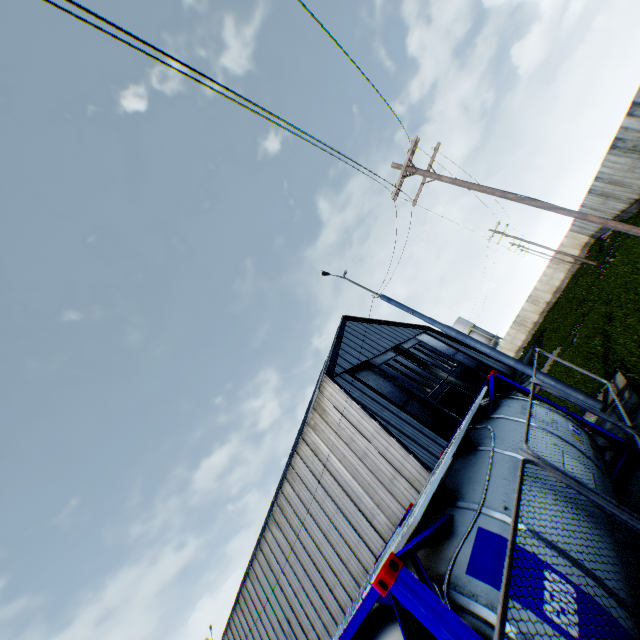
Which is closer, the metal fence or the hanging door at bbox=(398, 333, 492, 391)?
the metal fence

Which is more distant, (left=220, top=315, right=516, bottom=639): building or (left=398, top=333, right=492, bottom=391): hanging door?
(left=398, top=333, right=492, bottom=391): hanging door

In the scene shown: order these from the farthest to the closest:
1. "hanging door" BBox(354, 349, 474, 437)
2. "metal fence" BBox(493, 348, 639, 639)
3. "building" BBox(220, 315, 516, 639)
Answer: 1. "hanging door" BBox(354, 349, 474, 437)
2. "building" BBox(220, 315, 516, 639)
3. "metal fence" BBox(493, 348, 639, 639)

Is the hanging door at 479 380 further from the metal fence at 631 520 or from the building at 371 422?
the metal fence at 631 520

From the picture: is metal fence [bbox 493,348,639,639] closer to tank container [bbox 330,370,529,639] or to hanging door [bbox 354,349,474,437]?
tank container [bbox 330,370,529,639]

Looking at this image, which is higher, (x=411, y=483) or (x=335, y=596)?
(x=335, y=596)

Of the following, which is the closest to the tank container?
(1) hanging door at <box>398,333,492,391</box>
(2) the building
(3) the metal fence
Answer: (3) the metal fence

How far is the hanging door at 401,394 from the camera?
23.00m
